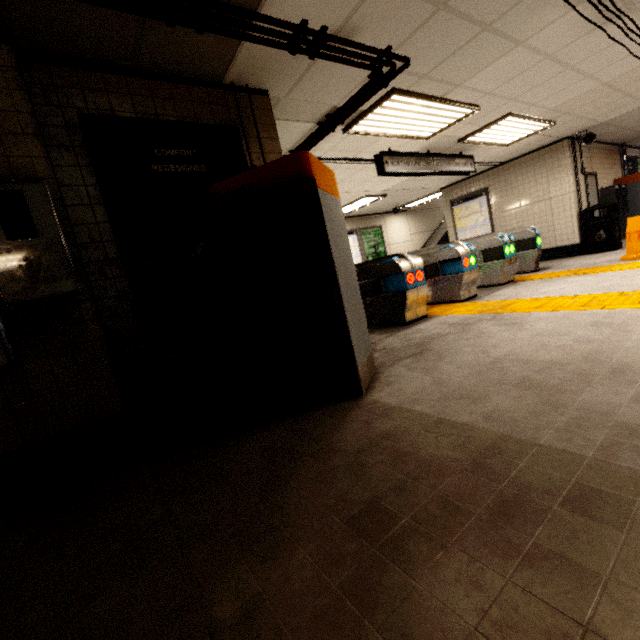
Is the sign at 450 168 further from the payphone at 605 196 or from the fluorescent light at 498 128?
the payphone at 605 196

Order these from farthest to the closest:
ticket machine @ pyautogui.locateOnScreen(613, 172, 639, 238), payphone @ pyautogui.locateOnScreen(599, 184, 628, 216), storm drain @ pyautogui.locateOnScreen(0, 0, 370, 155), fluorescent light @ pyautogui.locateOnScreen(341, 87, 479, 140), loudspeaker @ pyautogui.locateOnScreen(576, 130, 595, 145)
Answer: ticket machine @ pyautogui.locateOnScreen(613, 172, 639, 238), payphone @ pyautogui.locateOnScreen(599, 184, 628, 216), loudspeaker @ pyautogui.locateOnScreen(576, 130, 595, 145), fluorescent light @ pyautogui.locateOnScreen(341, 87, 479, 140), storm drain @ pyautogui.locateOnScreen(0, 0, 370, 155)

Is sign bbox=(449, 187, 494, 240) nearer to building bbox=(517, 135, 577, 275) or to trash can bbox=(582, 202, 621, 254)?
building bbox=(517, 135, 577, 275)

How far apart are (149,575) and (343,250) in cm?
235

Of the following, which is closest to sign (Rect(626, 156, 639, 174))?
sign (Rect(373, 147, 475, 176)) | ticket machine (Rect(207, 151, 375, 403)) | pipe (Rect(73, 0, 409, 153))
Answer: sign (Rect(373, 147, 475, 176))

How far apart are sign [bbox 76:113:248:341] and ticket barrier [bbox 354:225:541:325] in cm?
320

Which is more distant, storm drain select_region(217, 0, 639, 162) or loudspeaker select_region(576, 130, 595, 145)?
loudspeaker select_region(576, 130, 595, 145)

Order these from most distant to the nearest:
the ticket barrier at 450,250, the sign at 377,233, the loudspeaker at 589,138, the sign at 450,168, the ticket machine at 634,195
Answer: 1. the sign at 377,233
2. the ticket machine at 634,195
3. the loudspeaker at 589,138
4. the sign at 450,168
5. the ticket barrier at 450,250
